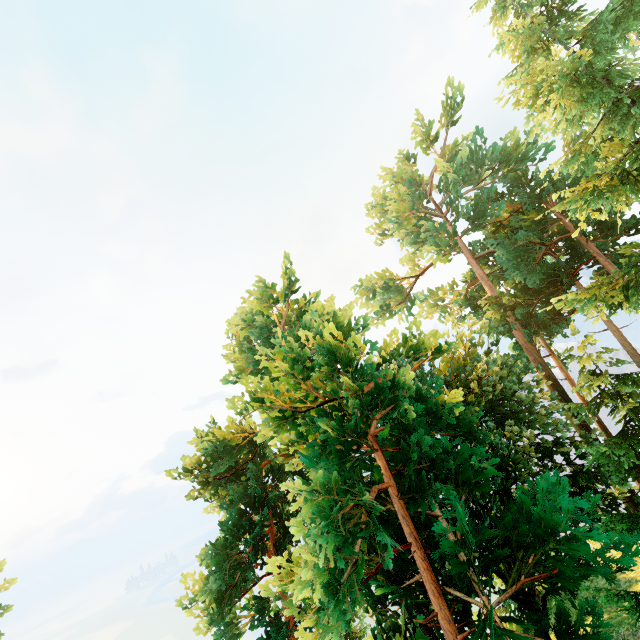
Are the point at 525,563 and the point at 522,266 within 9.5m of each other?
no
